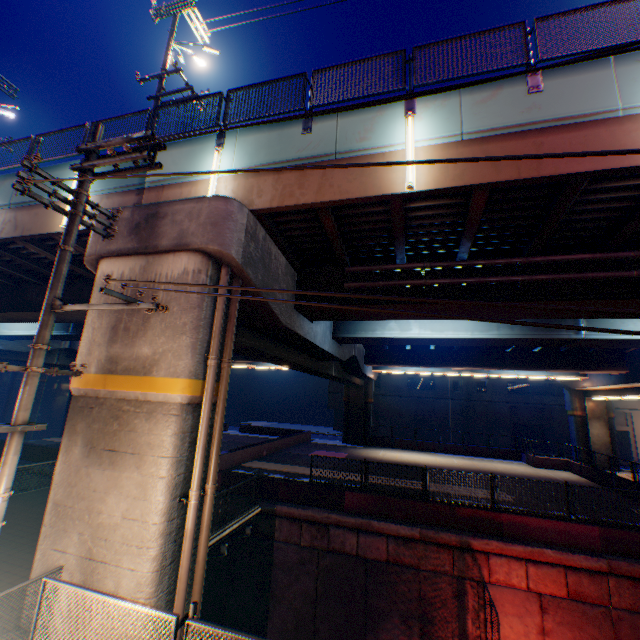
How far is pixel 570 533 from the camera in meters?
11.4 m

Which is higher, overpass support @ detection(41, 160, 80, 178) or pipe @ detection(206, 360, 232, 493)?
overpass support @ detection(41, 160, 80, 178)

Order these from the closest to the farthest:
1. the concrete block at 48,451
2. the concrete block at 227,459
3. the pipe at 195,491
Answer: the pipe at 195,491 → the concrete block at 227,459 → the concrete block at 48,451

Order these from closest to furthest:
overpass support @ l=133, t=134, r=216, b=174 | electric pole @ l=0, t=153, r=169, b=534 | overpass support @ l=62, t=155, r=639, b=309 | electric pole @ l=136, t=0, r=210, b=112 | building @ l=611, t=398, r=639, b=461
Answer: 1. electric pole @ l=0, t=153, r=169, b=534
2. overpass support @ l=62, t=155, r=639, b=309
3. overpass support @ l=133, t=134, r=216, b=174
4. electric pole @ l=136, t=0, r=210, b=112
5. building @ l=611, t=398, r=639, b=461

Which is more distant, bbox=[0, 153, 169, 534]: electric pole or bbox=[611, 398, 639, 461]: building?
bbox=[611, 398, 639, 461]: building

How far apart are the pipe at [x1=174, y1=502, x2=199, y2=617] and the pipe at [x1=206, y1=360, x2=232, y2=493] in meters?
0.3 m

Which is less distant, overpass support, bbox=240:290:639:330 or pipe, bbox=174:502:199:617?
pipe, bbox=174:502:199:617

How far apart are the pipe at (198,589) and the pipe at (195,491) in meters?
0.3
